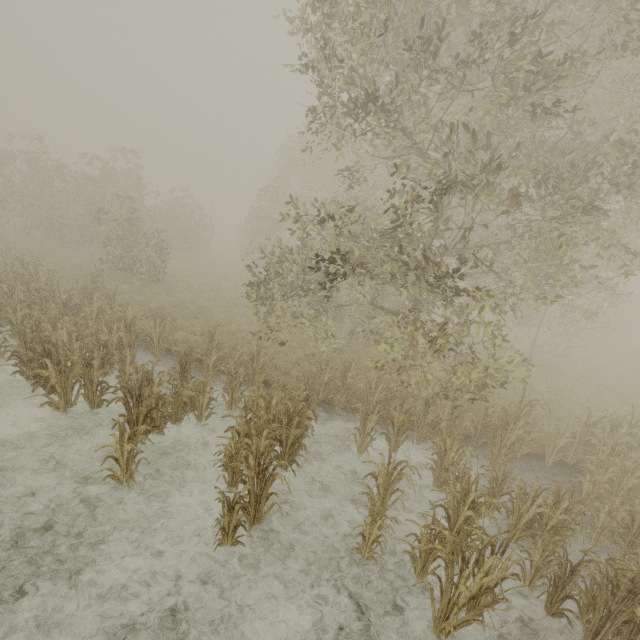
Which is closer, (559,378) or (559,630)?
(559,630)
